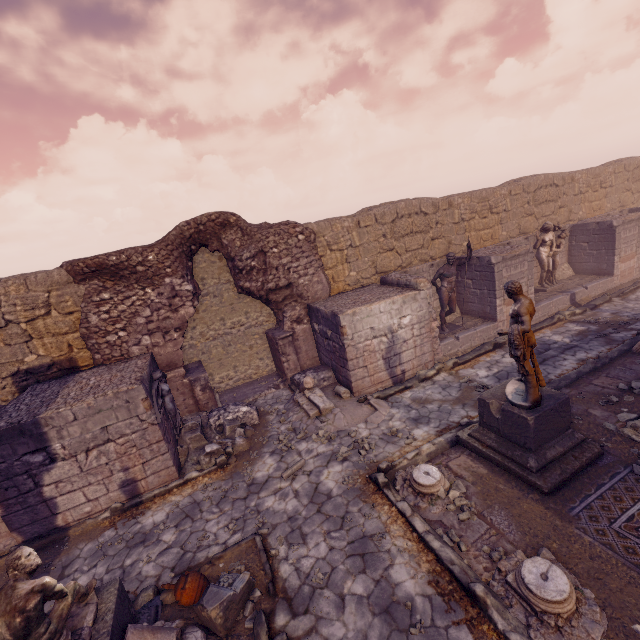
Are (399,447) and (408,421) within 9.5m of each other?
yes

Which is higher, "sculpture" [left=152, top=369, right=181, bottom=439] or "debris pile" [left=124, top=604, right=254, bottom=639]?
"sculpture" [left=152, top=369, right=181, bottom=439]

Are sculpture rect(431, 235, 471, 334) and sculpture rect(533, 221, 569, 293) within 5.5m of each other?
yes

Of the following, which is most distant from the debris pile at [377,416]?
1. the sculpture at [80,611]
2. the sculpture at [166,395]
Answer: the sculpture at [80,611]

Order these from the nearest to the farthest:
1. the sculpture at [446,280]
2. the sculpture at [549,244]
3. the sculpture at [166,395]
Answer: the sculpture at [166,395]
the sculpture at [446,280]
the sculpture at [549,244]

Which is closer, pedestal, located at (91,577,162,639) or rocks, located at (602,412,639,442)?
pedestal, located at (91,577,162,639)

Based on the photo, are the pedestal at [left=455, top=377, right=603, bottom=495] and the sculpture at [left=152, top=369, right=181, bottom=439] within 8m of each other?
yes

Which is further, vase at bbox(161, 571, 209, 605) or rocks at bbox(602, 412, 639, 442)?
rocks at bbox(602, 412, 639, 442)
